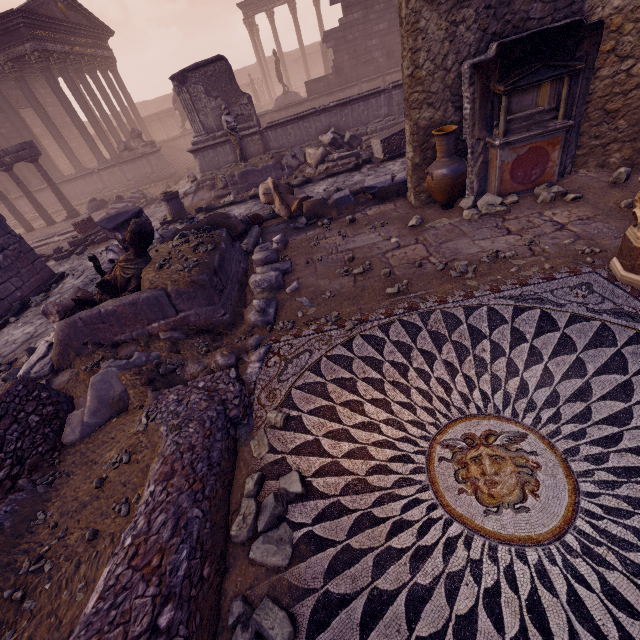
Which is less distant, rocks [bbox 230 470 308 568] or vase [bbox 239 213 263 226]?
rocks [bbox 230 470 308 568]

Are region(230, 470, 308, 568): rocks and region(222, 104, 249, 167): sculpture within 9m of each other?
no

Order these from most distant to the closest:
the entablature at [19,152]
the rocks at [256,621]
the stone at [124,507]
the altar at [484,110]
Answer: the entablature at [19,152]
the altar at [484,110]
the stone at [124,507]
the rocks at [256,621]

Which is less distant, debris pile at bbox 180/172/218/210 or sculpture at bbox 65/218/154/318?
sculpture at bbox 65/218/154/318

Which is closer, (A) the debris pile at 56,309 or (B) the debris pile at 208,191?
(A) the debris pile at 56,309

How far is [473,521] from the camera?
2.1m

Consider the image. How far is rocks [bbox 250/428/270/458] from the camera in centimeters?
296cm

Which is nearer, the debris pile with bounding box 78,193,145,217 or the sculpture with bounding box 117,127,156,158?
the debris pile with bounding box 78,193,145,217
